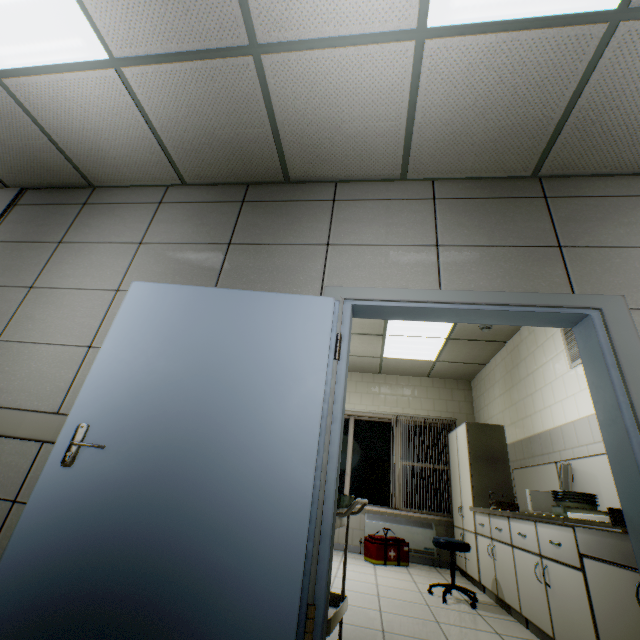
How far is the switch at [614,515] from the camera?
1.6 meters

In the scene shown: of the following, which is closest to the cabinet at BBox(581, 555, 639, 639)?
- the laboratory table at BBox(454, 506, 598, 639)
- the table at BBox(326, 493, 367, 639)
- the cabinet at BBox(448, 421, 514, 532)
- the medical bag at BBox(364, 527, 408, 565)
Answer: the laboratory table at BBox(454, 506, 598, 639)

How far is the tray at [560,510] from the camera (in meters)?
2.44

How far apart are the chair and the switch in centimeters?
252cm

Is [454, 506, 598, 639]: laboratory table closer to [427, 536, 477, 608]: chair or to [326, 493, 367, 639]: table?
[427, 536, 477, 608]: chair

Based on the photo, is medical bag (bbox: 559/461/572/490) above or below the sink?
above

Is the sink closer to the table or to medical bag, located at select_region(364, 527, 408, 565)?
the table

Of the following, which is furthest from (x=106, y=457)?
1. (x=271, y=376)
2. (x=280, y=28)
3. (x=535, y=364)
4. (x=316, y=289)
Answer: (x=535, y=364)
